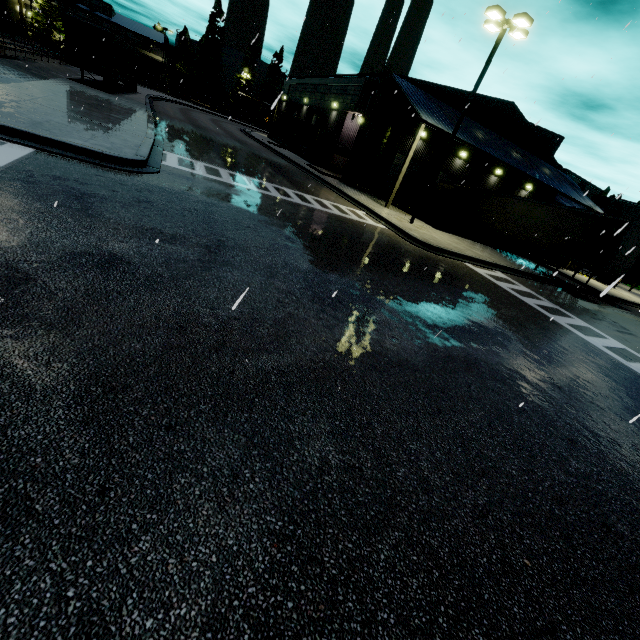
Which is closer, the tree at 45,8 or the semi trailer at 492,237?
the semi trailer at 492,237

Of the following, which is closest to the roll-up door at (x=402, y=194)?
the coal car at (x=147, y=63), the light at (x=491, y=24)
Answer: the light at (x=491, y=24)

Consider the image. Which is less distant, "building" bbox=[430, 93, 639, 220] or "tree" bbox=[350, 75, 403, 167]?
"tree" bbox=[350, 75, 403, 167]

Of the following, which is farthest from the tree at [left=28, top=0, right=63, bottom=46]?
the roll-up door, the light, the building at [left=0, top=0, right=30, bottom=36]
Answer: the light

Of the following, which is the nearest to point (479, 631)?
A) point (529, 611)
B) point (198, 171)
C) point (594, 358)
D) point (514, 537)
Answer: point (529, 611)

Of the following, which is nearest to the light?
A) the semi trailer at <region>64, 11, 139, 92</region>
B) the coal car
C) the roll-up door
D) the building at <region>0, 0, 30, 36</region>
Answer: the building at <region>0, 0, 30, 36</region>

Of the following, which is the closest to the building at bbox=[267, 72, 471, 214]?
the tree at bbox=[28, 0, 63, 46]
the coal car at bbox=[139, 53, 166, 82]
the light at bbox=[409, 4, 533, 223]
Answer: the tree at bbox=[28, 0, 63, 46]

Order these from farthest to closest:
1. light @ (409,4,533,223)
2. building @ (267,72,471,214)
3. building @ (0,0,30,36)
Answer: building @ (0,0,30,36)
building @ (267,72,471,214)
light @ (409,4,533,223)
